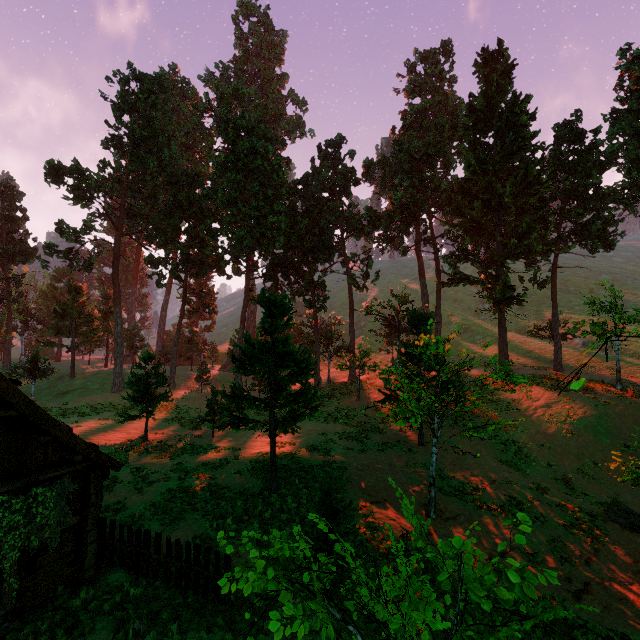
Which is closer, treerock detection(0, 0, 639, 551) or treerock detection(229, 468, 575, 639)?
treerock detection(229, 468, 575, 639)

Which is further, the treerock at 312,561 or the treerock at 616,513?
the treerock at 616,513

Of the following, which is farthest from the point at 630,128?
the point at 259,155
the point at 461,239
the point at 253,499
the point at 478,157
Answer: the point at 253,499

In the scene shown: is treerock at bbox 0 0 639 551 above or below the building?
above

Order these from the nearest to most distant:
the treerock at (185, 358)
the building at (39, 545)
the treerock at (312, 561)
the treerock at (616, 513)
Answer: the treerock at (312, 561), the building at (39, 545), the treerock at (616, 513), the treerock at (185, 358)

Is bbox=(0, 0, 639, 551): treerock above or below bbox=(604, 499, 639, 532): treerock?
above

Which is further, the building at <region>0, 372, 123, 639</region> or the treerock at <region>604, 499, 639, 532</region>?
the treerock at <region>604, 499, 639, 532</region>

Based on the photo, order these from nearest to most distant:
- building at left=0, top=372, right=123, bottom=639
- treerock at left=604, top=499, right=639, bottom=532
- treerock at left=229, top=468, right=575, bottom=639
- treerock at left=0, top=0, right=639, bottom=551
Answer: treerock at left=229, top=468, right=575, bottom=639
building at left=0, top=372, right=123, bottom=639
treerock at left=604, top=499, right=639, bottom=532
treerock at left=0, top=0, right=639, bottom=551
